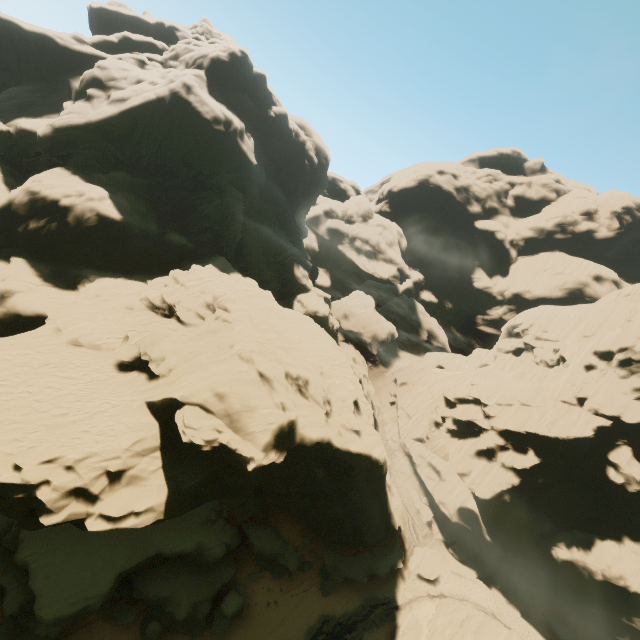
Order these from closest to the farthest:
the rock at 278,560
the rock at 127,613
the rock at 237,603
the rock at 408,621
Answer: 1. the rock at 127,613
2. the rock at 237,603
3. the rock at 408,621
4. the rock at 278,560

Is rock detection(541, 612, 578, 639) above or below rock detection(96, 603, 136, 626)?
above

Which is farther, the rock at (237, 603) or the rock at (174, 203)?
the rock at (237, 603)

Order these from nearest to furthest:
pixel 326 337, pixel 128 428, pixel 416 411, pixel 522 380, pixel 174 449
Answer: pixel 128 428 < pixel 174 449 < pixel 326 337 < pixel 416 411 < pixel 522 380

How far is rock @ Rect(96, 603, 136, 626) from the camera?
23.0 meters

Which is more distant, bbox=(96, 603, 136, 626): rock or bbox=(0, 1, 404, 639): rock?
bbox=(96, 603, 136, 626): rock
